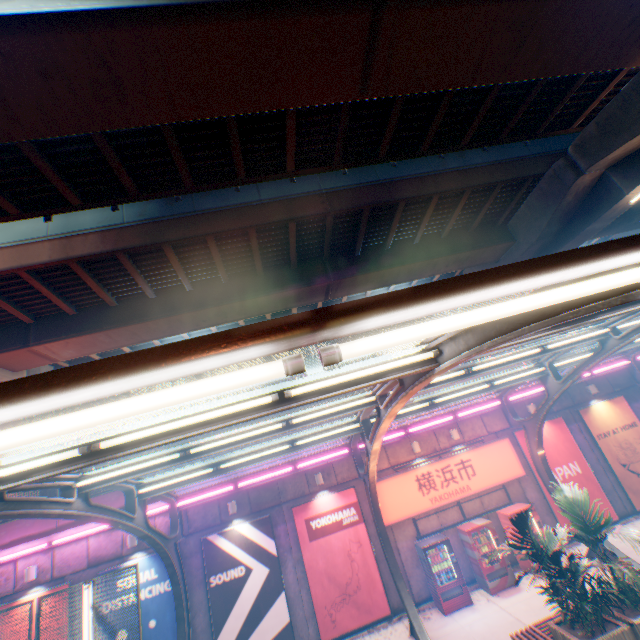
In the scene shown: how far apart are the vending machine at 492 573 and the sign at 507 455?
0.8 meters

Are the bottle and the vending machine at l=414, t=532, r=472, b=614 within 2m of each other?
yes

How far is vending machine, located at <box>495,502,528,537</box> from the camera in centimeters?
1245cm

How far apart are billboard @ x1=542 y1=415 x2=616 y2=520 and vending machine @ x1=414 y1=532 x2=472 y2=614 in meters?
4.9 m

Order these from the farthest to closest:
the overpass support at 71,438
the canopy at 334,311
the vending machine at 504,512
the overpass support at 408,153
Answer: the overpass support at 71,438 < the vending machine at 504,512 < the overpass support at 408,153 < the canopy at 334,311

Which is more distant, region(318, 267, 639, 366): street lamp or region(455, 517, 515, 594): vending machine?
region(455, 517, 515, 594): vending machine

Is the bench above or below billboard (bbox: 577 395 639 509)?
below

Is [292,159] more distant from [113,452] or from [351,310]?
[351,310]
